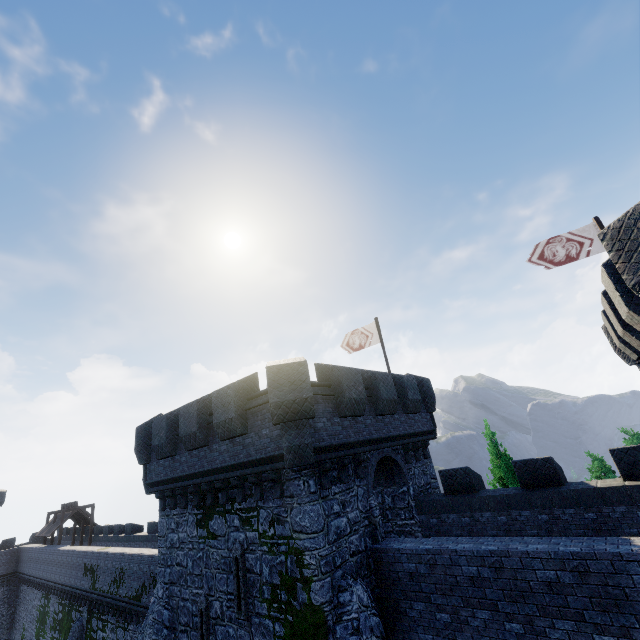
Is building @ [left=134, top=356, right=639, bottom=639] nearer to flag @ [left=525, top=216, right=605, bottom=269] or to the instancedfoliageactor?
flag @ [left=525, top=216, right=605, bottom=269]

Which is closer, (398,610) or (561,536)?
(398,610)

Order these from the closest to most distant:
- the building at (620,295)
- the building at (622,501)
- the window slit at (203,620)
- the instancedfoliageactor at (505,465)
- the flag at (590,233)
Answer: the building at (620,295) → the building at (622,501) → the window slit at (203,620) → the flag at (590,233) → the instancedfoliageactor at (505,465)

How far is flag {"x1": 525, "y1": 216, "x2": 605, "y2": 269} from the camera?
13.5m

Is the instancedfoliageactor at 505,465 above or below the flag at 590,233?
below

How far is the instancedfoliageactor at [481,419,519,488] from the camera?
17.3m

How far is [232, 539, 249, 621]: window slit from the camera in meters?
10.3 m

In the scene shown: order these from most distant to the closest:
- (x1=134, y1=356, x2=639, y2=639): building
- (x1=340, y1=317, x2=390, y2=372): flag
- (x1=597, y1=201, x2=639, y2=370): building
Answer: (x1=340, y1=317, x2=390, y2=372): flag, (x1=134, y1=356, x2=639, y2=639): building, (x1=597, y1=201, x2=639, y2=370): building
